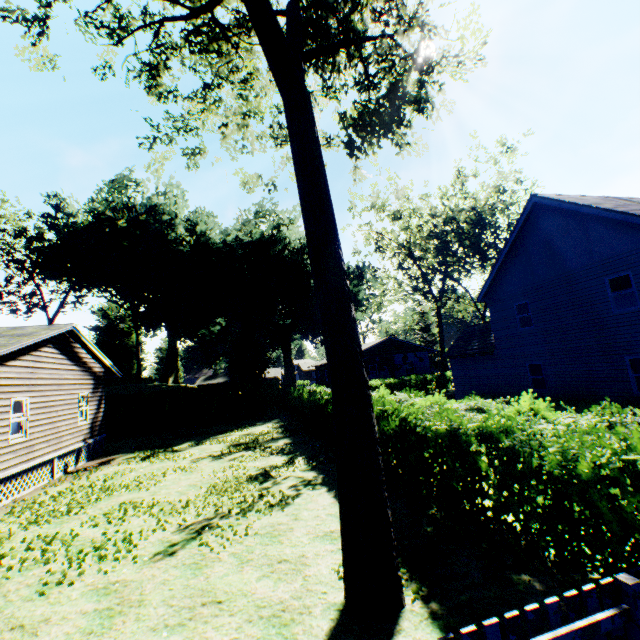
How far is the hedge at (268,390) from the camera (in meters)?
16.52

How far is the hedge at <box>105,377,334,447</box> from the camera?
16.52m

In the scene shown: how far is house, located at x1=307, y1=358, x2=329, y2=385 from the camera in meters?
48.8 m

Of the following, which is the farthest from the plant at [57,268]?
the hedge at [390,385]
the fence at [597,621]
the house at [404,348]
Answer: the fence at [597,621]

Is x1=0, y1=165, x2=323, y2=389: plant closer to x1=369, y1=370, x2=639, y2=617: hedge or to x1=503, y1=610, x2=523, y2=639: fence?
x1=369, y1=370, x2=639, y2=617: hedge

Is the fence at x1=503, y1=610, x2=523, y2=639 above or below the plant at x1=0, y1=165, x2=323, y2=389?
below

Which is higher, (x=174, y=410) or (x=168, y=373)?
(x=168, y=373)

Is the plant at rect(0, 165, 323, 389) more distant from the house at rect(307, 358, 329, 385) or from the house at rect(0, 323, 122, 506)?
the house at rect(0, 323, 122, 506)
